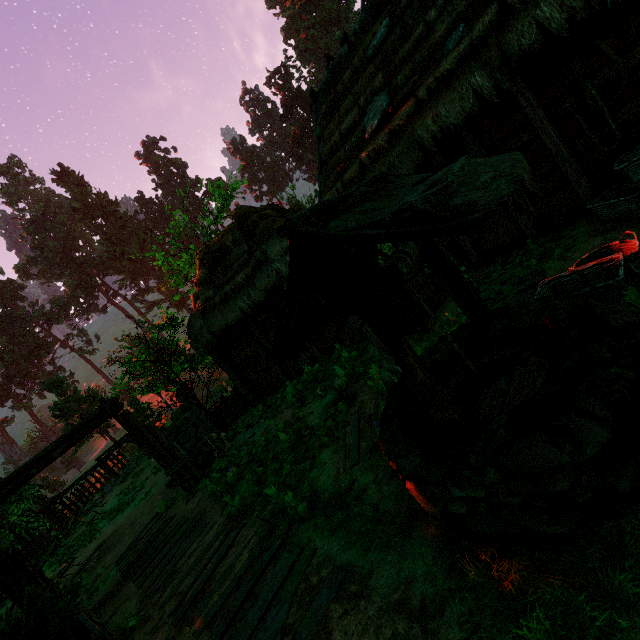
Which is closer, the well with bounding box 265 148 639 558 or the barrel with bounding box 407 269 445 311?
the well with bounding box 265 148 639 558

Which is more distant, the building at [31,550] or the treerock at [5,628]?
the building at [31,550]

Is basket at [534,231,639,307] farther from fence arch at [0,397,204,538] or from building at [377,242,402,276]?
fence arch at [0,397,204,538]

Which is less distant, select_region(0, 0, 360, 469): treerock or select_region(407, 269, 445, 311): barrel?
select_region(407, 269, 445, 311): barrel

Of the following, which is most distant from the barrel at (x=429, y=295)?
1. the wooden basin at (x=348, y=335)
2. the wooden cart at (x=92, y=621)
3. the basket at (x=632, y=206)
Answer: the wooden cart at (x=92, y=621)

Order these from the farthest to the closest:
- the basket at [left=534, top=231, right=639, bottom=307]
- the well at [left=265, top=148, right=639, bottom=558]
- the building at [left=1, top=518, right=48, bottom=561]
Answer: the building at [left=1, top=518, right=48, bottom=561]
the basket at [left=534, top=231, right=639, bottom=307]
the well at [left=265, top=148, right=639, bottom=558]

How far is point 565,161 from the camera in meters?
6.2

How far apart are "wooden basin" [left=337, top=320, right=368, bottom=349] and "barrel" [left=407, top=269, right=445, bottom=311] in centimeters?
86cm
